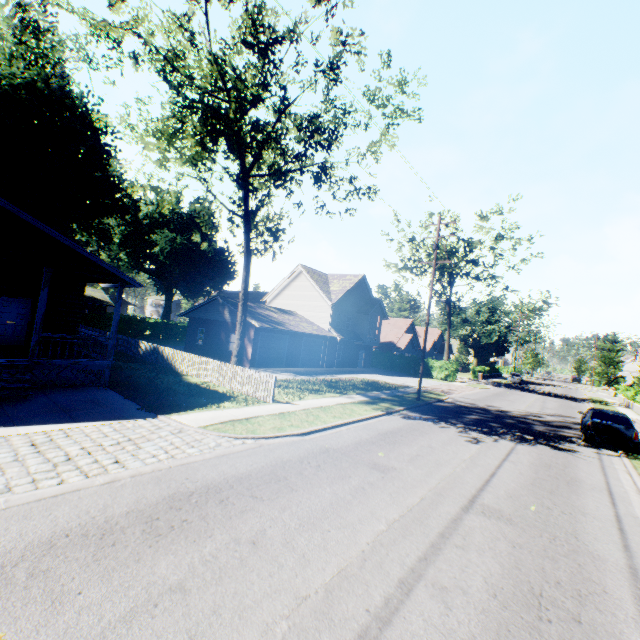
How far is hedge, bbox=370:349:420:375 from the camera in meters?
40.6 m

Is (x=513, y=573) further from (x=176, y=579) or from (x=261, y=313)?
(x=261, y=313)

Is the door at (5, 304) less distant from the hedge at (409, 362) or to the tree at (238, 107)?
the tree at (238, 107)

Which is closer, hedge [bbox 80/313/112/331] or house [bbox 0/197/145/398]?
house [bbox 0/197/145/398]

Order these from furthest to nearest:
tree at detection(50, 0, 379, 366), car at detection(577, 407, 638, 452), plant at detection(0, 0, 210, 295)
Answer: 1. plant at detection(0, 0, 210, 295)
2. car at detection(577, 407, 638, 452)
3. tree at detection(50, 0, 379, 366)

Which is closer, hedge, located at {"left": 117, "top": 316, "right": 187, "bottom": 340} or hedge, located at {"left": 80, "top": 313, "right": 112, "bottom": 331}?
hedge, located at {"left": 80, "top": 313, "right": 112, "bottom": 331}

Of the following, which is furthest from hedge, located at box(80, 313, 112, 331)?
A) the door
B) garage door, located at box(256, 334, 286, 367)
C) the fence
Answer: the door

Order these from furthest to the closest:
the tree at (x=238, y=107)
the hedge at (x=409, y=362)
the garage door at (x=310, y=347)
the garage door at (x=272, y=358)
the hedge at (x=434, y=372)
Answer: A: the hedge at (x=409, y=362) < the hedge at (x=434, y=372) < the garage door at (x=310, y=347) < the garage door at (x=272, y=358) < the tree at (x=238, y=107)
